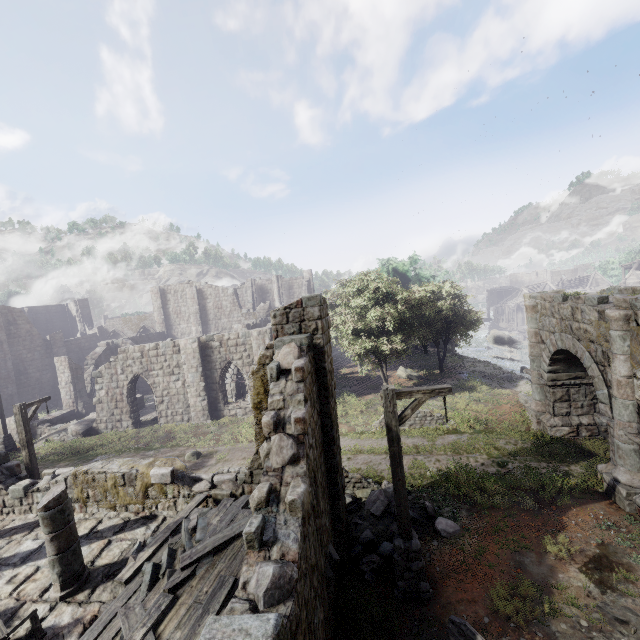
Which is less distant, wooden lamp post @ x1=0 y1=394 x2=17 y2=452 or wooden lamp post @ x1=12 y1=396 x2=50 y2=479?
wooden lamp post @ x1=12 y1=396 x2=50 y2=479

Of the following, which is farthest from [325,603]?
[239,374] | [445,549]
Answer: [239,374]

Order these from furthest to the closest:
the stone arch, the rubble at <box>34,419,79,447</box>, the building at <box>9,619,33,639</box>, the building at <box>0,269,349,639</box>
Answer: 1. the rubble at <box>34,419,79,447</box>
2. the stone arch
3. the building at <box>9,619,33,639</box>
4. the building at <box>0,269,349,639</box>

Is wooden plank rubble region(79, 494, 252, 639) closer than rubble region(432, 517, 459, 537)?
Yes

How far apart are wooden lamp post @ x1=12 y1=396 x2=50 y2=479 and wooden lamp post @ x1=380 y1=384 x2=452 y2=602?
14.13m

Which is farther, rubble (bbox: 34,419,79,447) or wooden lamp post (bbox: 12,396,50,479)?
rubble (bbox: 34,419,79,447)

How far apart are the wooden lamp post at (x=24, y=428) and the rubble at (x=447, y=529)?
15.0 meters

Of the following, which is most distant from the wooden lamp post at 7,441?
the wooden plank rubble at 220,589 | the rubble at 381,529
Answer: the rubble at 381,529
